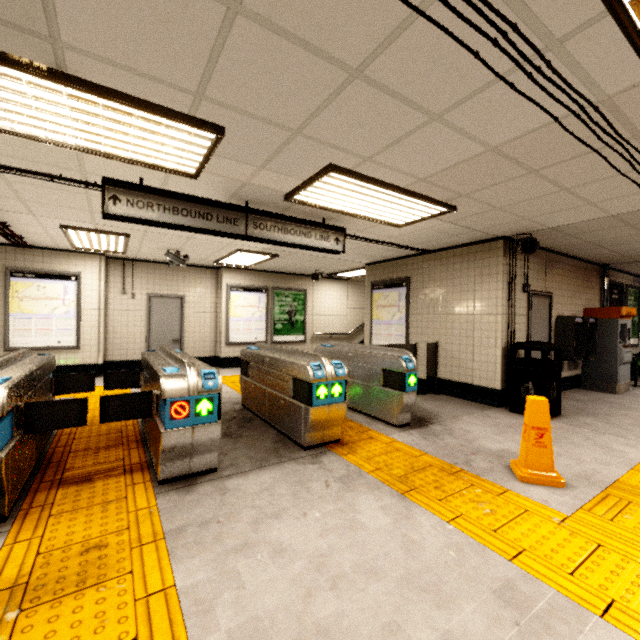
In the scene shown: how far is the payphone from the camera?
6.4m

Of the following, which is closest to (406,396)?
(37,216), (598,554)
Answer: (598,554)

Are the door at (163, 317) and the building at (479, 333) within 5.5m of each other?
no

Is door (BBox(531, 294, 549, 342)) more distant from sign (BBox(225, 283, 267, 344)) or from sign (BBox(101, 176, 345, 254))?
sign (BBox(225, 283, 267, 344))

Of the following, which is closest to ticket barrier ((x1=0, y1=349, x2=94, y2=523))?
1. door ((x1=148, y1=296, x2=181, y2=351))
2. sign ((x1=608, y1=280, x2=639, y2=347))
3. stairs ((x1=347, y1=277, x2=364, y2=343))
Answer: door ((x1=148, y1=296, x2=181, y2=351))

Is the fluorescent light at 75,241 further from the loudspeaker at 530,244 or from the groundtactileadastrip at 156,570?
the loudspeaker at 530,244

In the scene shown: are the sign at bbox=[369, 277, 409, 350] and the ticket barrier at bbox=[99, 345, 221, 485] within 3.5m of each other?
no

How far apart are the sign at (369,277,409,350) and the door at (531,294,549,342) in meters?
2.3
